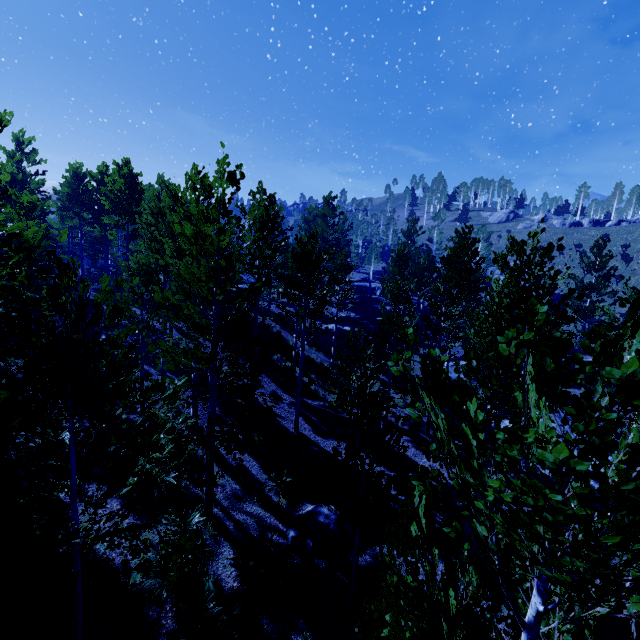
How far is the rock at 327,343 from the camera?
25.8 meters

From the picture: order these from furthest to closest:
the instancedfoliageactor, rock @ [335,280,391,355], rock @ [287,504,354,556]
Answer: rock @ [335,280,391,355]
rock @ [287,504,354,556]
the instancedfoliageactor

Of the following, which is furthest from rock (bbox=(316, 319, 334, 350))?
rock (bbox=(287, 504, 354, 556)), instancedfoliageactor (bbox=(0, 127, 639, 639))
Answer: rock (bbox=(287, 504, 354, 556))

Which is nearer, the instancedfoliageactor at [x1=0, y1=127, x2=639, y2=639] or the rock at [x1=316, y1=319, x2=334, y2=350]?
the instancedfoliageactor at [x1=0, y1=127, x2=639, y2=639]

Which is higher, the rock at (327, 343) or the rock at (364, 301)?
the rock at (364, 301)

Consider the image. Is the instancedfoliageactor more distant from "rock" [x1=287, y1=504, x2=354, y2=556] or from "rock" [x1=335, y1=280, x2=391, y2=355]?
"rock" [x1=287, y1=504, x2=354, y2=556]

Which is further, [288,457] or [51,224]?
[51,224]
